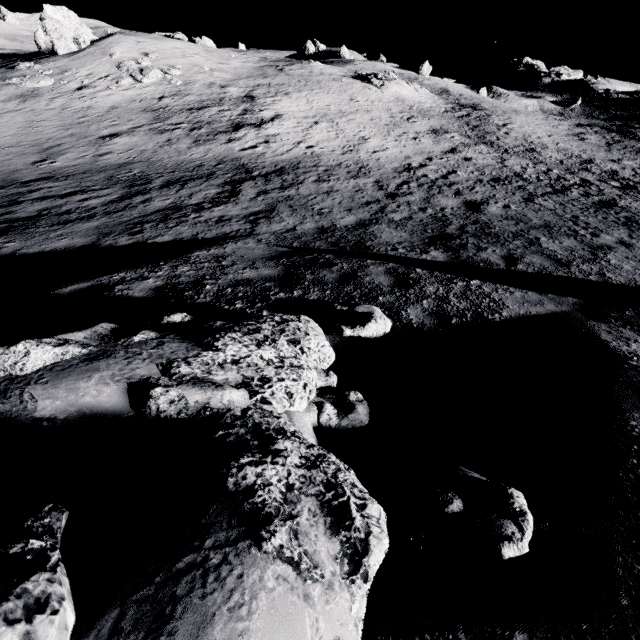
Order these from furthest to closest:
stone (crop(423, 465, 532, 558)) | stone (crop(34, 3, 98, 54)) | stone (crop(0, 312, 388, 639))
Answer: stone (crop(34, 3, 98, 54)) → stone (crop(423, 465, 532, 558)) → stone (crop(0, 312, 388, 639))

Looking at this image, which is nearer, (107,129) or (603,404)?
(603,404)

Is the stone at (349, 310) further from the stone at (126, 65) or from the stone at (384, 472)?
the stone at (126, 65)

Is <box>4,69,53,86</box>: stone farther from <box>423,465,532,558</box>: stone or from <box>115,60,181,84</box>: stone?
<box>423,465,532,558</box>: stone

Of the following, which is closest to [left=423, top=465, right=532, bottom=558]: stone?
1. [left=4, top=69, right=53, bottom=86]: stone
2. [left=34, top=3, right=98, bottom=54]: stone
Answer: [left=4, top=69, right=53, bottom=86]: stone

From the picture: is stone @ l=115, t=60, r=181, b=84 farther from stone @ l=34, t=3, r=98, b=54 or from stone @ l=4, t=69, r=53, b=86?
stone @ l=34, t=3, r=98, b=54

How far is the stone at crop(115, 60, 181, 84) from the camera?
24.4 meters
